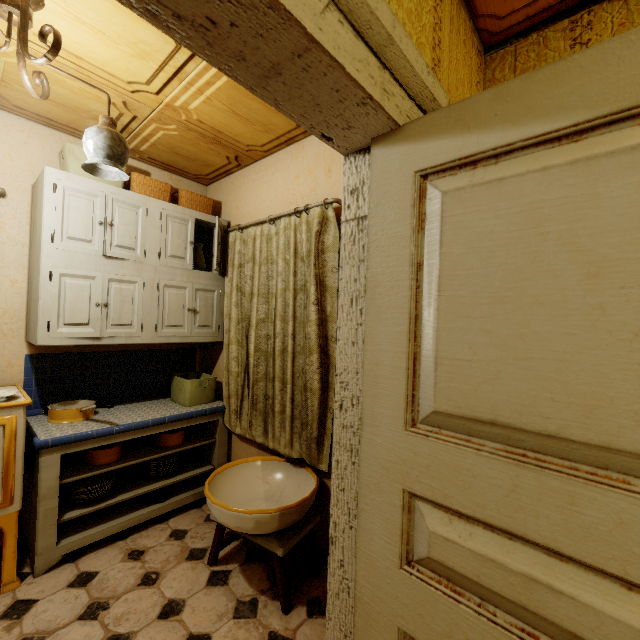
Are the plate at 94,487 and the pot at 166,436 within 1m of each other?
yes

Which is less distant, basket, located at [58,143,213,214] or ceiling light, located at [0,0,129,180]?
ceiling light, located at [0,0,129,180]

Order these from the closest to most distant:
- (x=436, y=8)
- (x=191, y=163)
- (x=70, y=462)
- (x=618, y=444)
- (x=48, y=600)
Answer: (x=618, y=444), (x=436, y=8), (x=48, y=600), (x=70, y=462), (x=191, y=163)

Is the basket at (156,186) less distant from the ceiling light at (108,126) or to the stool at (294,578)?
the ceiling light at (108,126)

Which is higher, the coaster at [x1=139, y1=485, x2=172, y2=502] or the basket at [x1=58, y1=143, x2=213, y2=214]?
the basket at [x1=58, y1=143, x2=213, y2=214]

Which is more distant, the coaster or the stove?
the coaster

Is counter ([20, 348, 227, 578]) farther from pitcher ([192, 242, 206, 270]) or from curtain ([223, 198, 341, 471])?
pitcher ([192, 242, 206, 270])

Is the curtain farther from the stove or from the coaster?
the stove
